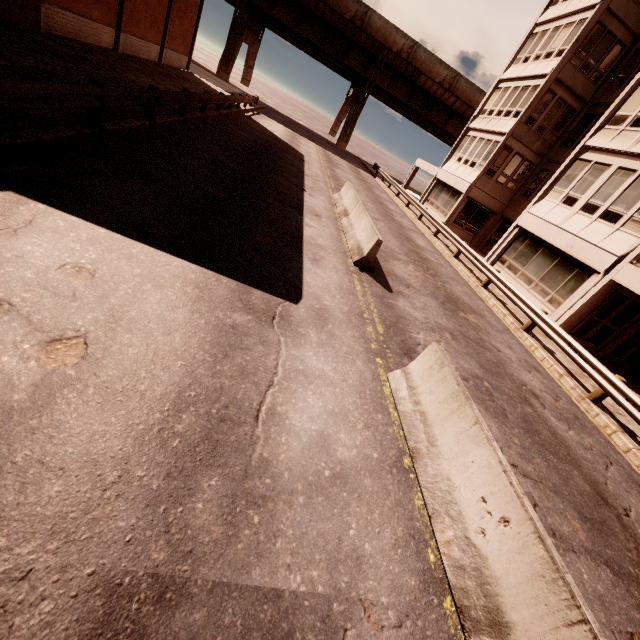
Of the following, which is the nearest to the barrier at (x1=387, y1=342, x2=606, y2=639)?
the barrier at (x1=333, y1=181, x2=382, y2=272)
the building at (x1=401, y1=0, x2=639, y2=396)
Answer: the barrier at (x1=333, y1=181, x2=382, y2=272)

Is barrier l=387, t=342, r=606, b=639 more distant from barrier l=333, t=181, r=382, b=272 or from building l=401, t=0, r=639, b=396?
building l=401, t=0, r=639, b=396

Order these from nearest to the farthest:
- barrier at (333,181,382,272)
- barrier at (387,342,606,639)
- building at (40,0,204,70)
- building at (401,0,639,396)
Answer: barrier at (387,342,606,639), barrier at (333,181,382,272), building at (401,0,639,396), building at (40,0,204,70)

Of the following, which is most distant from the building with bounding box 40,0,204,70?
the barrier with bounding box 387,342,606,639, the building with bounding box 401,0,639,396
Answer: the building with bounding box 401,0,639,396

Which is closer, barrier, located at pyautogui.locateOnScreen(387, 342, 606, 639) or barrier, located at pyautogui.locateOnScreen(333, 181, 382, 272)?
barrier, located at pyautogui.locateOnScreen(387, 342, 606, 639)

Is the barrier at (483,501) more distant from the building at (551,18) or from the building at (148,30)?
the building at (551,18)

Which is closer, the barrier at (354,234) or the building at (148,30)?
the barrier at (354,234)

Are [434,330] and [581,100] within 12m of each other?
no
